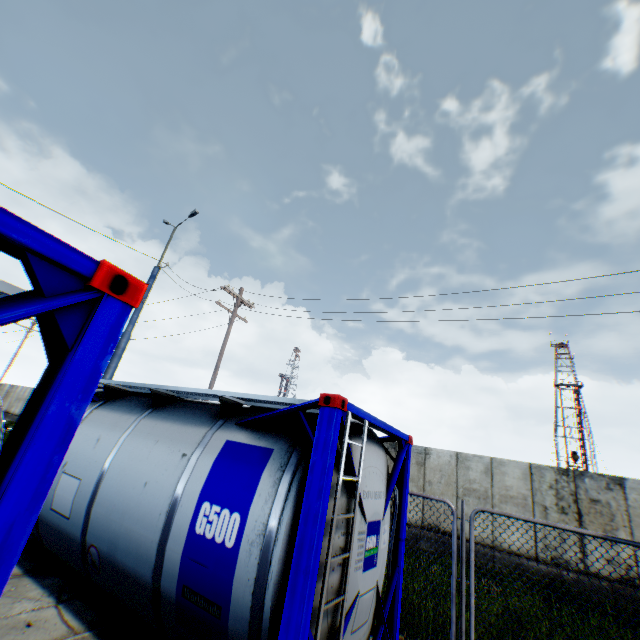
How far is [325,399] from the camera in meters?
3.3 m
